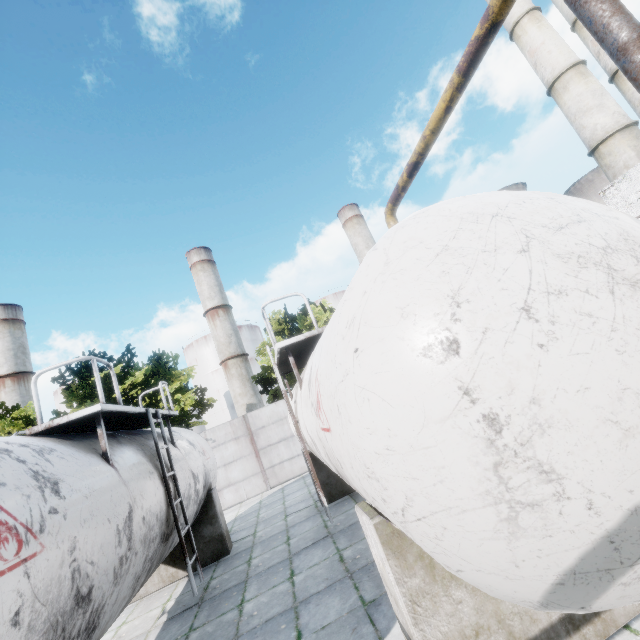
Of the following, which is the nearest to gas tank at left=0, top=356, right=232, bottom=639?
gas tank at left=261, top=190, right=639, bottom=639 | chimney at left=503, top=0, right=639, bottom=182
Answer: gas tank at left=261, top=190, right=639, bottom=639

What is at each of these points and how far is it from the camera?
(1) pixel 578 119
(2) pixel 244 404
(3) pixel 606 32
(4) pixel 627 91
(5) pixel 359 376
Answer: (1) chimney, 23.95m
(2) chimney, 59.62m
(3) pipe holder, 1.39m
(4) chimney, 26.23m
(5) gas tank, 2.13m

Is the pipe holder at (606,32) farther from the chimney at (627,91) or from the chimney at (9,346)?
the chimney at (9,346)

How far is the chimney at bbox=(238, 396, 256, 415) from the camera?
59.41m

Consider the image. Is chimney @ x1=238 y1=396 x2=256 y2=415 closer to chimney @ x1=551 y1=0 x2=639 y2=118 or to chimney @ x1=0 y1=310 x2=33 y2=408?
chimney @ x1=0 y1=310 x2=33 y2=408

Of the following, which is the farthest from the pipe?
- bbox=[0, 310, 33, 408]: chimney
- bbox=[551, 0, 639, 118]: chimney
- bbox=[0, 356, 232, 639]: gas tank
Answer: bbox=[0, 310, 33, 408]: chimney

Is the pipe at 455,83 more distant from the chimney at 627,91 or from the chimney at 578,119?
the chimney at 627,91

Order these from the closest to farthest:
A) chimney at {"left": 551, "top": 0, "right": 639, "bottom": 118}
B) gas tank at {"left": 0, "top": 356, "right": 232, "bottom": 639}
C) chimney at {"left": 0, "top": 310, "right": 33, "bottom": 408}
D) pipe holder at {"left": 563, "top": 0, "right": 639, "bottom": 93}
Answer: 1. pipe holder at {"left": 563, "top": 0, "right": 639, "bottom": 93}
2. gas tank at {"left": 0, "top": 356, "right": 232, "bottom": 639}
3. chimney at {"left": 551, "top": 0, "right": 639, "bottom": 118}
4. chimney at {"left": 0, "top": 310, "right": 33, "bottom": 408}
